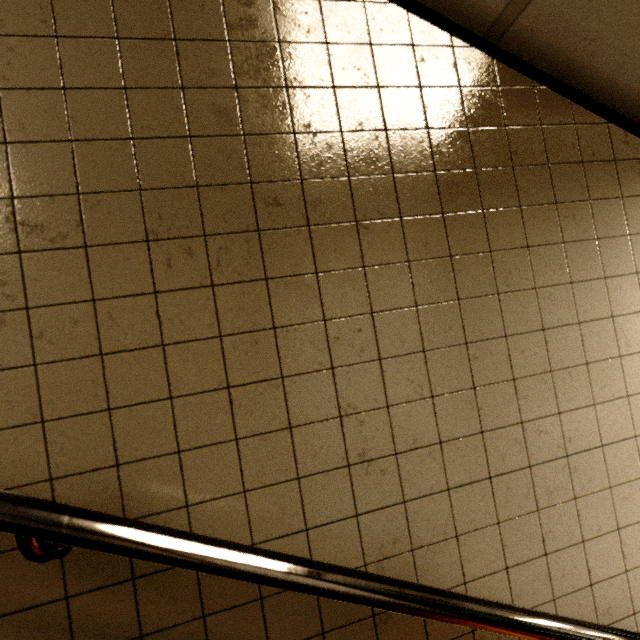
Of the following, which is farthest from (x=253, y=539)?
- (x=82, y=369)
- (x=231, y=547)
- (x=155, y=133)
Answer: (x=155, y=133)
